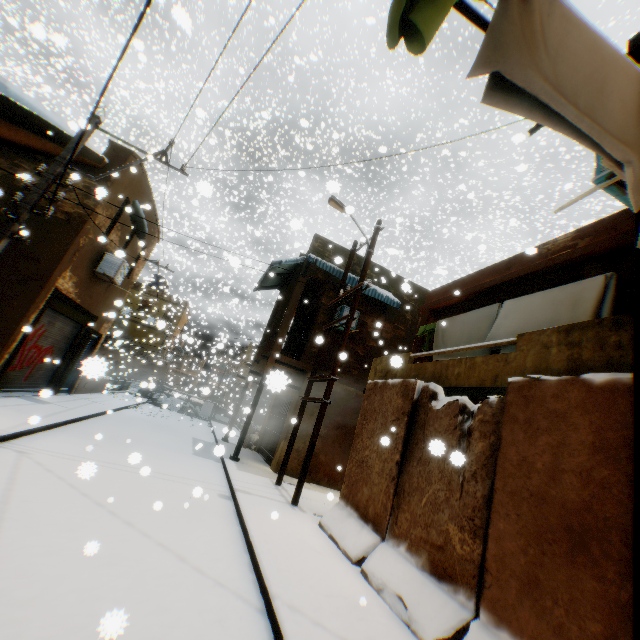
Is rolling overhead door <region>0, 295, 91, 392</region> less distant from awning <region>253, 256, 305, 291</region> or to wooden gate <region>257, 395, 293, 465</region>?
wooden gate <region>257, 395, 293, 465</region>

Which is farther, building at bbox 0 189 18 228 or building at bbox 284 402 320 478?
building at bbox 284 402 320 478

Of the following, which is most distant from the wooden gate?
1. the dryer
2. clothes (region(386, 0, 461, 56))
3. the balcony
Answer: the dryer

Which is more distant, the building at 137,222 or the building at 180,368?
the building at 180,368

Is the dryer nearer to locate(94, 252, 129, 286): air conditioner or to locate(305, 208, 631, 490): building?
locate(305, 208, 631, 490): building

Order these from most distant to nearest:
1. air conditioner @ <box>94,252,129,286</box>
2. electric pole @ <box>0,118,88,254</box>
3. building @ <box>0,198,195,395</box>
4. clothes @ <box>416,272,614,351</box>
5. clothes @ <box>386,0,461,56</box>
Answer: air conditioner @ <box>94,252,129,286</box> → building @ <box>0,198,195,395</box> → electric pole @ <box>0,118,88,254</box> → clothes @ <box>416,272,614,351</box> → clothes @ <box>386,0,461,56</box>

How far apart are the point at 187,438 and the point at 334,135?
13.14m

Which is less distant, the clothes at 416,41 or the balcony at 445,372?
the clothes at 416,41
